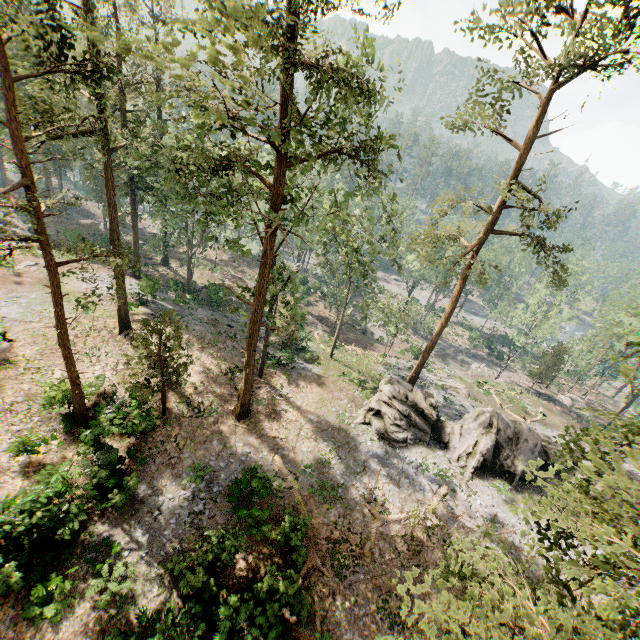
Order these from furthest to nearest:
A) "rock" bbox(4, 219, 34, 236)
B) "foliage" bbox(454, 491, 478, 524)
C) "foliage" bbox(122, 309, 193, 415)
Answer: "rock" bbox(4, 219, 34, 236) → "foliage" bbox(454, 491, 478, 524) → "foliage" bbox(122, 309, 193, 415)

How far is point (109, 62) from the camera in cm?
1185

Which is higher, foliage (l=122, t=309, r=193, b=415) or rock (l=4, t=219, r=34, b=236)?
foliage (l=122, t=309, r=193, b=415)

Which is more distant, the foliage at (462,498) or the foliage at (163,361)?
the foliage at (462,498)

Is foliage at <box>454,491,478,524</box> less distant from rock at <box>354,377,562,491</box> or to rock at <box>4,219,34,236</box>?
rock at <box>354,377,562,491</box>

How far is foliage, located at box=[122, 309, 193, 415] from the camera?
17.53m

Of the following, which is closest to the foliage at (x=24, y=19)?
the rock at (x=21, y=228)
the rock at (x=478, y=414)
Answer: the rock at (x=478, y=414)
